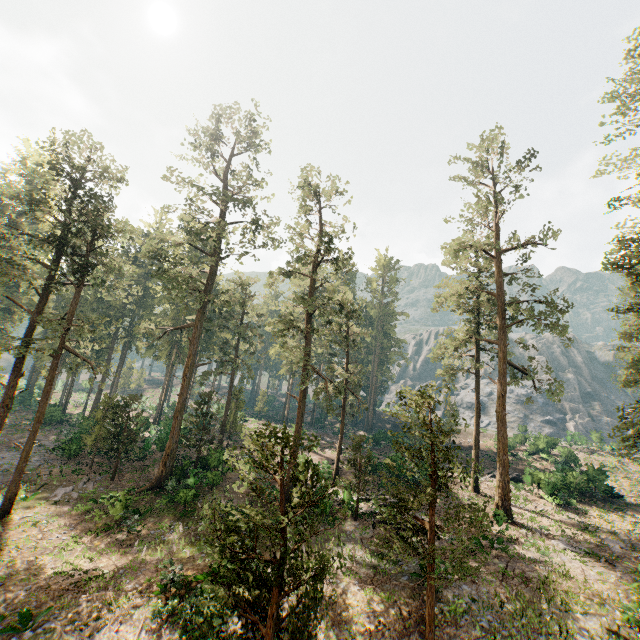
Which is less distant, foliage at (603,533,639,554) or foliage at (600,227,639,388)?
foliage at (600,227,639,388)

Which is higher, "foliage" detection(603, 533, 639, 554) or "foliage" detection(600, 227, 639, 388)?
"foliage" detection(600, 227, 639, 388)

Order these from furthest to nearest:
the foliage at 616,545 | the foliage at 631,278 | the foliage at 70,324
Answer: the foliage at 616,545 → the foliage at 631,278 → the foliage at 70,324

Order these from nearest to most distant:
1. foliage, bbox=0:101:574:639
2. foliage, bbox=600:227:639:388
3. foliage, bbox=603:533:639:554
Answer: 1. foliage, bbox=0:101:574:639
2. foliage, bbox=600:227:639:388
3. foliage, bbox=603:533:639:554

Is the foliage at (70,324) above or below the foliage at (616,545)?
above

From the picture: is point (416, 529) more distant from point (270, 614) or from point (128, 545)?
point (128, 545)
